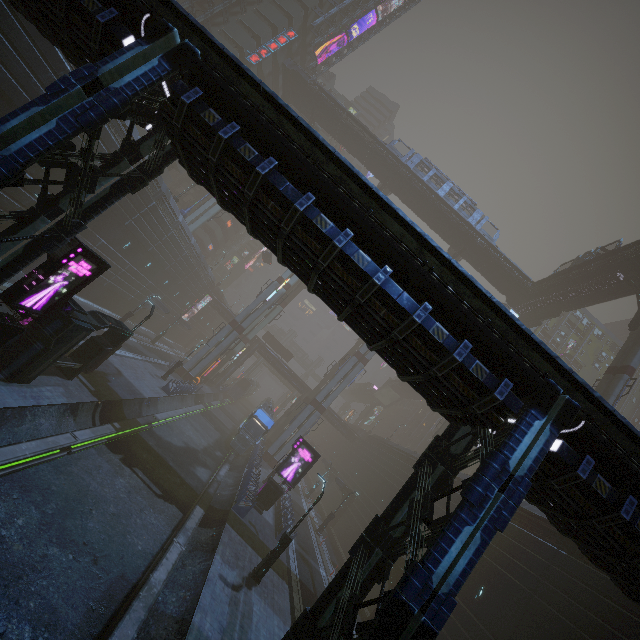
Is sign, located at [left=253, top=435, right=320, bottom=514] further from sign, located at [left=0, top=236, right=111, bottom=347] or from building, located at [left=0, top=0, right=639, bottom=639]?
sign, located at [left=0, top=236, right=111, bottom=347]

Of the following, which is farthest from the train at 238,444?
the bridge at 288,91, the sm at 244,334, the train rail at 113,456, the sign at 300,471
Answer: the bridge at 288,91

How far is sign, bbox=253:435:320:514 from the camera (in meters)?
24.23

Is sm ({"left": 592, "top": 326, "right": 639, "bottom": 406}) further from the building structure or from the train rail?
the train rail

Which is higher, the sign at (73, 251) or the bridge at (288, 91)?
the bridge at (288, 91)

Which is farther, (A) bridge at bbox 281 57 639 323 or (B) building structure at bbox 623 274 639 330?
(A) bridge at bbox 281 57 639 323

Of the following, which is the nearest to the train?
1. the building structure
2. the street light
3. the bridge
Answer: the street light

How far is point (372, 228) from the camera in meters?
8.0
